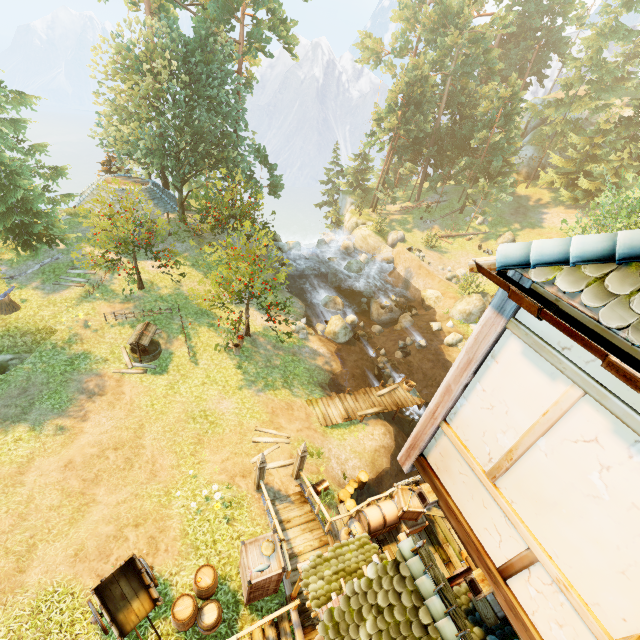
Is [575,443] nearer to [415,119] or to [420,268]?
[420,268]

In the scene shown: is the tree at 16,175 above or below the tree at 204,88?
below

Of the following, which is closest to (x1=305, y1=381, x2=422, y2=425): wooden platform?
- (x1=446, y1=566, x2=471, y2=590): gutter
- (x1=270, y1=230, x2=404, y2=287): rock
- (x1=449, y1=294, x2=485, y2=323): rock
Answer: (x1=449, y1=294, x2=485, y2=323): rock

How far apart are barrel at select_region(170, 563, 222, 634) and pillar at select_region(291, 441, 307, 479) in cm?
411

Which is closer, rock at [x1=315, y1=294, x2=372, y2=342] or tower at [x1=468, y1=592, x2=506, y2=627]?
tower at [x1=468, y1=592, x2=506, y2=627]

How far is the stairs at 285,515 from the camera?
10.8 meters

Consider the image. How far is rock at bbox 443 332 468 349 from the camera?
25.1 meters

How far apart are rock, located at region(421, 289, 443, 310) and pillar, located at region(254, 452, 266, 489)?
22.66m
